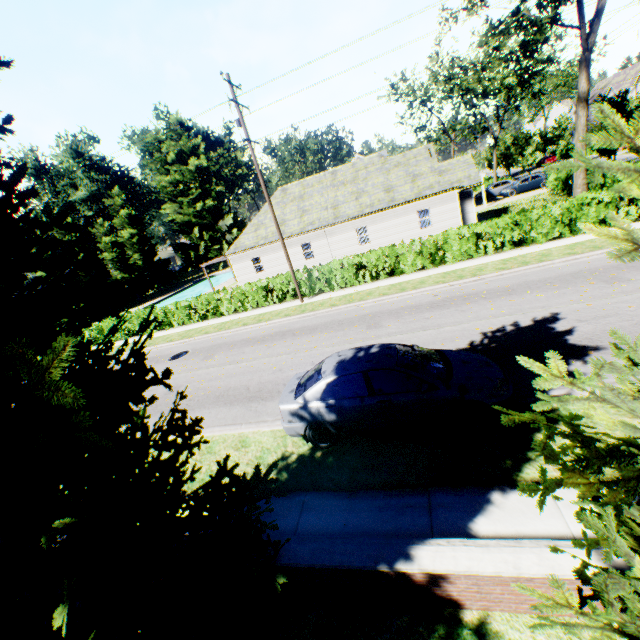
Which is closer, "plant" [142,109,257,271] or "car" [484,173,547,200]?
"car" [484,173,547,200]

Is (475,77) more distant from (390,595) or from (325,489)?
(390,595)

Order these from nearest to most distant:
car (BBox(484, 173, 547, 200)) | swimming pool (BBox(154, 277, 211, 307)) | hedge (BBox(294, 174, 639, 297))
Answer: hedge (BBox(294, 174, 639, 297)), car (BBox(484, 173, 547, 200)), swimming pool (BBox(154, 277, 211, 307))

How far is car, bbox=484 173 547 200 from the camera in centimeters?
3350cm

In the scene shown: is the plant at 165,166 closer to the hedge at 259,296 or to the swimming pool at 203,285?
the hedge at 259,296

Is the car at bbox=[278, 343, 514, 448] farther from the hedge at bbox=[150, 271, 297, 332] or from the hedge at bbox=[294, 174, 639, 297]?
the hedge at bbox=[294, 174, 639, 297]

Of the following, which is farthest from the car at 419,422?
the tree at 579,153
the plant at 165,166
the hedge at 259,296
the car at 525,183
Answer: the plant at 165,166

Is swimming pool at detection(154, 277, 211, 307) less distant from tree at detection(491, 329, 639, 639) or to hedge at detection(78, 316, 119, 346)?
tree at detection(491, 329, 639, 639)
